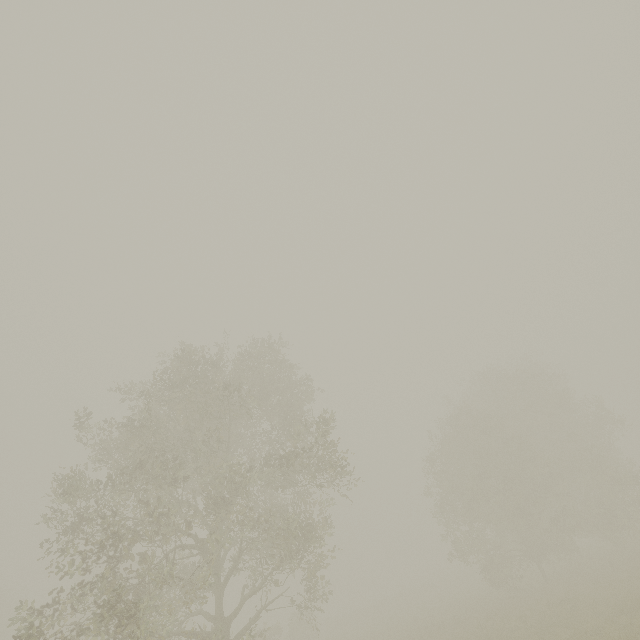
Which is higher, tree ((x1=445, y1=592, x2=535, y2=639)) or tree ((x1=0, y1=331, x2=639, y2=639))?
tree ((x1=0, y1=331, x2=639, y2=639))

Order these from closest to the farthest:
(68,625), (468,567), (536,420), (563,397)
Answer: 1. (68,625)
2. (563,397)
3. (536,420)
4. (468,567)

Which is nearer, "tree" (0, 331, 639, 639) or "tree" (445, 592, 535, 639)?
"tree" (0, 331, 639, 639)

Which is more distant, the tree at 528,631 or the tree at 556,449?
the tree at 528,631

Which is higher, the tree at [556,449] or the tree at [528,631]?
the tree at [556,449]
